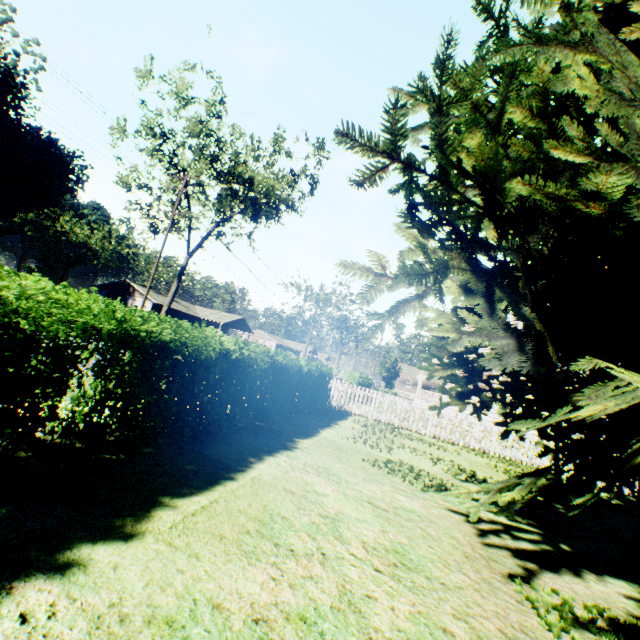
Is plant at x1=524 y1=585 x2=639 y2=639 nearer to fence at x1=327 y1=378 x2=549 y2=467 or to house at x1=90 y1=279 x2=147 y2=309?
fence at x1=327 y1=378 x2=549 y2=467

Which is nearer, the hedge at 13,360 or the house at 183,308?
the hedge at 13,360

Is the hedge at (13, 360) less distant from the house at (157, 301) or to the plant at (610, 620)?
the plant at (610, 620)

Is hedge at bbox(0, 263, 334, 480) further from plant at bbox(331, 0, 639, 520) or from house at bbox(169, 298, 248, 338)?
house at bbox(169, 298, 248, 338)

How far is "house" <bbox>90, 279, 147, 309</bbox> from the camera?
45.5 meters

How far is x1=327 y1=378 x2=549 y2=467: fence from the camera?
12.7 meters

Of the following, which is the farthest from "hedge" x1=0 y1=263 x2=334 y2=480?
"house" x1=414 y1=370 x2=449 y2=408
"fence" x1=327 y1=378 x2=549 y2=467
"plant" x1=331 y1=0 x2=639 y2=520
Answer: "house" x1=414 y1=370 x2=449 y2=408

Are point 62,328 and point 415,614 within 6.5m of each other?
yes
